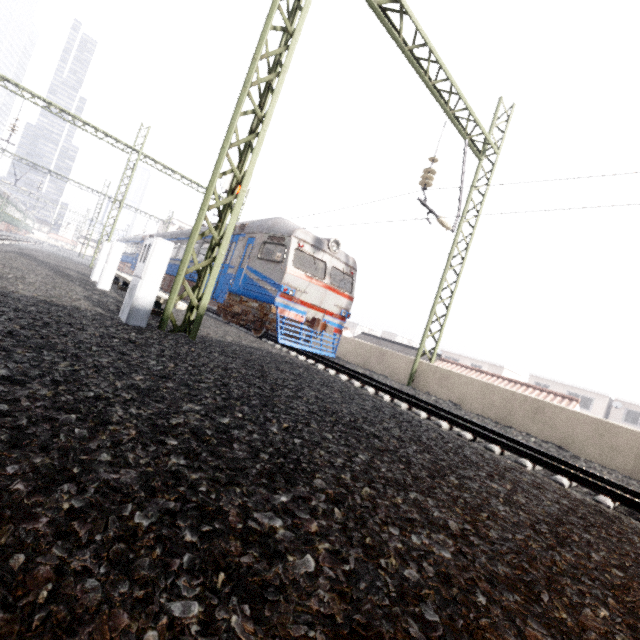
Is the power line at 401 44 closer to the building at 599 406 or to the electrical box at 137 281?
the electrical box at 137 281

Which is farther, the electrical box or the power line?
the power line

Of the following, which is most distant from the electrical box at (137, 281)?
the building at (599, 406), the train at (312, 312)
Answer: the building at (599, 406)

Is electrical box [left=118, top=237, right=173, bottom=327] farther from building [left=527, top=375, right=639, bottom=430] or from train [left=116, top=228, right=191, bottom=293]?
building [left=527, top=375, right=639, bottom=430]

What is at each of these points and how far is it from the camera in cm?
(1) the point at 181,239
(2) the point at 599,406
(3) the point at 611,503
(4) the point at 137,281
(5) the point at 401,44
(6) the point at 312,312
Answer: (1) train, 1942
(2) building, 3447
(3) train track, 445
(4) electrical box, 509
(5) power line, 758
(6) train, 1132

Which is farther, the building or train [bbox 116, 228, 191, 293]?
the building

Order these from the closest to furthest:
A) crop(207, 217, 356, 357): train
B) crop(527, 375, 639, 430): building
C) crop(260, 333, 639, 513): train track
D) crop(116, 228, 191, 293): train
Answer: crop(260, 333, 639, 513): train track, crop(207, 217, 356, 357): train, crop(116, 228, 191, 293): train, crop(527, 375, 639, 430): building

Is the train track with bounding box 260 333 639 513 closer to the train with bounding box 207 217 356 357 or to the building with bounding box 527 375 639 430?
the train with bounding box 207 217 356 357
